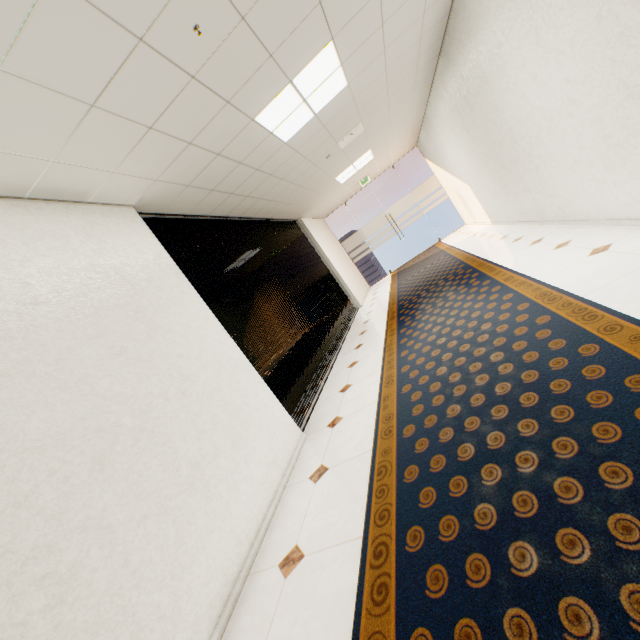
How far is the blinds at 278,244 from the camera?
3.8m

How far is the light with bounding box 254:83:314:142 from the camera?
3.19m

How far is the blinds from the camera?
3.8m

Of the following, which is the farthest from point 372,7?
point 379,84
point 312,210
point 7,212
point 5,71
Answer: point 312,210

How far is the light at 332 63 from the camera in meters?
3.0 m

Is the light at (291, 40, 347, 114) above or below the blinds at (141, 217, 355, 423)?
above

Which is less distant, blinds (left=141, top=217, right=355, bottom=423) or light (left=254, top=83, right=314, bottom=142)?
light (left=254, top=83, right=314, bottom=142)
